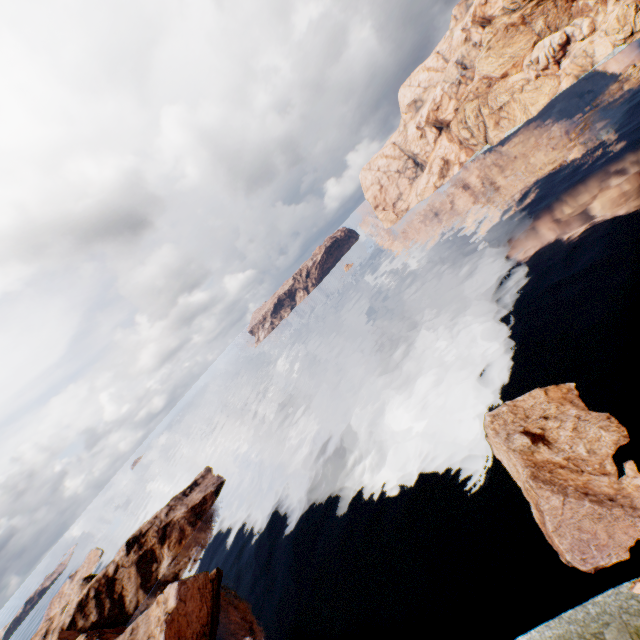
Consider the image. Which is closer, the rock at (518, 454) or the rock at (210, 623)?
the rock at (518, 454)

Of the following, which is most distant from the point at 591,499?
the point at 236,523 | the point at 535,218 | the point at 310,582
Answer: the point at 236,523

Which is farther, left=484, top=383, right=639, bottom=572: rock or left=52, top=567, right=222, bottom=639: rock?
left=52, top=567, right=222, bottom=639: rock

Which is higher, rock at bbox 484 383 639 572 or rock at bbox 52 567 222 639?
rock at bbox 52 567 222 639

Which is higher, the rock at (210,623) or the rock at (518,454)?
the rock at (210,623)
